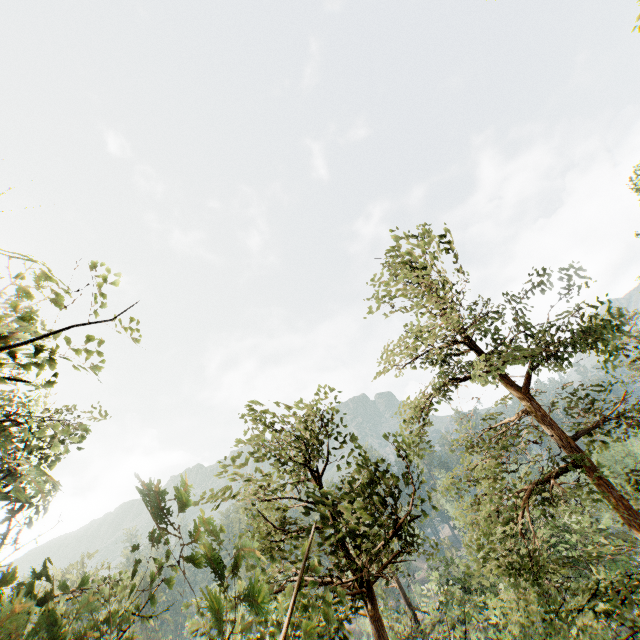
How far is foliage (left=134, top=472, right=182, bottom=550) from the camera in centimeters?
156cm

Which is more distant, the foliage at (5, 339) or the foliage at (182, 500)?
the foliage at (5, 339)

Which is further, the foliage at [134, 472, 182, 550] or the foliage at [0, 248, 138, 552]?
the foliage at [0, 248, 138, 552]

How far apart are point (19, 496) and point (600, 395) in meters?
17.4 m

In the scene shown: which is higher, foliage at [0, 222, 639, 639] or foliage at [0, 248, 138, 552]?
foliage at [0, 248, 138, 552]

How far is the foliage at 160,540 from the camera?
1.56m
